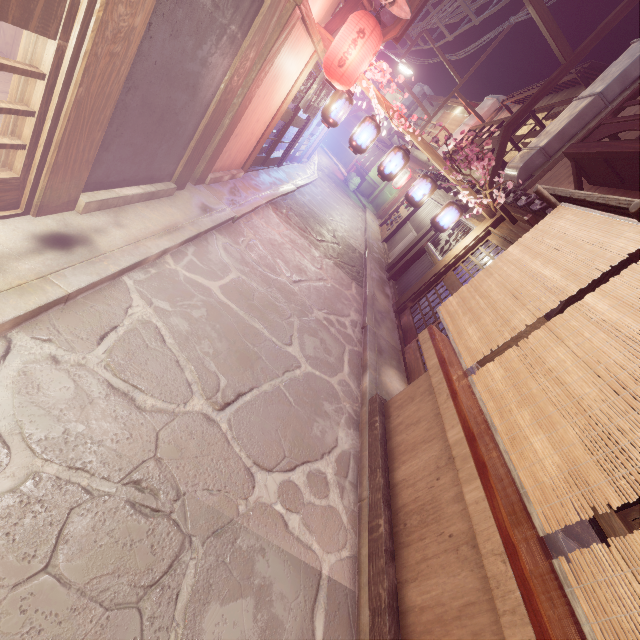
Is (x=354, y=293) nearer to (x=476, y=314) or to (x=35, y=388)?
(x=476, y=314)

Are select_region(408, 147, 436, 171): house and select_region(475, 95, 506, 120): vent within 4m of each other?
yes

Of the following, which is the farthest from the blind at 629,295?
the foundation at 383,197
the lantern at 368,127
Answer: the foundation at 383,197

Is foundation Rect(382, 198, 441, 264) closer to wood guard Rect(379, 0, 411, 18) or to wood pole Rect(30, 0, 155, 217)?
wood guard Rect(379, 0, 411, 18)

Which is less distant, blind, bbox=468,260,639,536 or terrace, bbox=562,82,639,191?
blind, bbox=468,260,639,536

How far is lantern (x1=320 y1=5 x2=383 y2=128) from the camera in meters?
9.6

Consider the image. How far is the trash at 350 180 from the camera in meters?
42.3 m

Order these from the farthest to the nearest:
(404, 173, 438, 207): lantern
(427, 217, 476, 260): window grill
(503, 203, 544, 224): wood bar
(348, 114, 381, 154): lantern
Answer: (427, 217, 476, 260): window grill, (404, 173, 438, 207): lantern, (348, 114, 381, 154): lantern, (503, 203, 544, 224): wood bar
